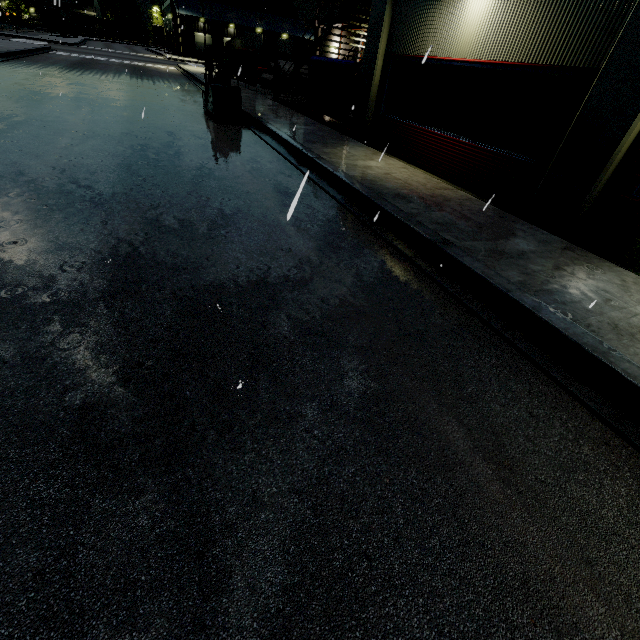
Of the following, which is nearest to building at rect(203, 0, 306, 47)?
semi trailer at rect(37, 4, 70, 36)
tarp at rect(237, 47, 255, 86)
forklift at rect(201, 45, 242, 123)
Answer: semi trailer at rect(37, 4, 70, 36)

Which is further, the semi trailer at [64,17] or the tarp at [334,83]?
the semi trailer at [64,17]

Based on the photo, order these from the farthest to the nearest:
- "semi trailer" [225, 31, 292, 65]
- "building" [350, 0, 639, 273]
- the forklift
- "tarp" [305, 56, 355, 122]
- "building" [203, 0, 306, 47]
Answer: "building" [203, 0, 306, 47]
"semi trailer" [225, 31, 292, 65]
"tarp" [305, 56, 355, 122]
the forklift
"building" [350, 0, 639, 273]

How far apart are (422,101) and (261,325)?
9.40m

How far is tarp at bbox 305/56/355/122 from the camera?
12.2 meters

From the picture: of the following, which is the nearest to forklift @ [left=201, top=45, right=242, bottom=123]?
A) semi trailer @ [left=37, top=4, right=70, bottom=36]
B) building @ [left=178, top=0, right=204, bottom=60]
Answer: semi trailer @ [left=37, top=4, right=70, bottom=36]

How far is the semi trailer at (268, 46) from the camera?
47.72m
